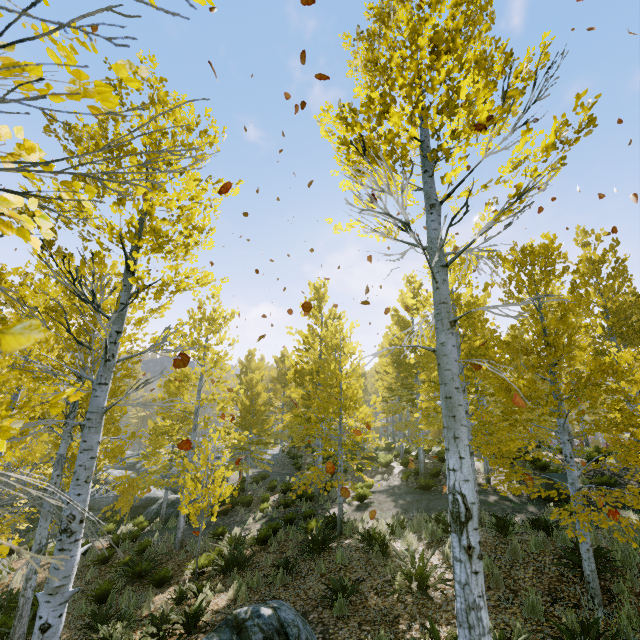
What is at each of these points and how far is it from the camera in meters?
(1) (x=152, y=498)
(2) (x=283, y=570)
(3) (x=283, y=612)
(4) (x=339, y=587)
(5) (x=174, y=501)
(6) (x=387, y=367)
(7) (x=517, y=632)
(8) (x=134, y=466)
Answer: (1) rock, 18.4
(2) instancedfoliageactor, 8.3
(3) rock, 5.3
(4) instancedfoliageactor, 6.7
(5) rock, 18.1
(6) instancedfoliageactor, 17.0
(7) instancedfoliageactor, 4.7
(8) rock, 24.6

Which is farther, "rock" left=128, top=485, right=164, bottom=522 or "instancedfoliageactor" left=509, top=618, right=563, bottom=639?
"rock" left=128, top=485, right=164, bottom=522

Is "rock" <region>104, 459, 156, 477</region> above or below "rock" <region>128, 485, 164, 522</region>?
above

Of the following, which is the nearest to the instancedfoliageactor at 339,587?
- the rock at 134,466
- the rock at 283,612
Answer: the rock at 134,466

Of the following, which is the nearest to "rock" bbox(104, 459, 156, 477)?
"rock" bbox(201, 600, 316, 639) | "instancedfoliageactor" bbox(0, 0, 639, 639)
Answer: "instancedfoliageactor" bbox(0, 0, 639, 639)

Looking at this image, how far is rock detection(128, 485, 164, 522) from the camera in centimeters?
1736cm

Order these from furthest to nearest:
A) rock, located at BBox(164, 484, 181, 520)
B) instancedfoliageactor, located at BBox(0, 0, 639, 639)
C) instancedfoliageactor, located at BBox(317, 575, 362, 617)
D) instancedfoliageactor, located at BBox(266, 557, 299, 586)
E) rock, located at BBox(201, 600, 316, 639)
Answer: rock, located at BBox(164, 484, 181, 520), instancedfoliageactor, located at BBox(266, 557, 299, 586), instancedfoliageactor, located at BBox(317, 575, 362, 617), rock, located at BBox(201, 600, 316, 639), instancedfoliageactor, located at BBox(0, 0, 639, 639)

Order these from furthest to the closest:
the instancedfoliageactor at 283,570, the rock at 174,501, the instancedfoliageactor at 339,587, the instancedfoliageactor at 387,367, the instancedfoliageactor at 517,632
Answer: the rock at 174,501
the instancedfoliageactor at 283,570
the instancedfoliageactor at 339,587
the instancedfoliageactor at 517,632
the instancedfoliageactor at 387,367
